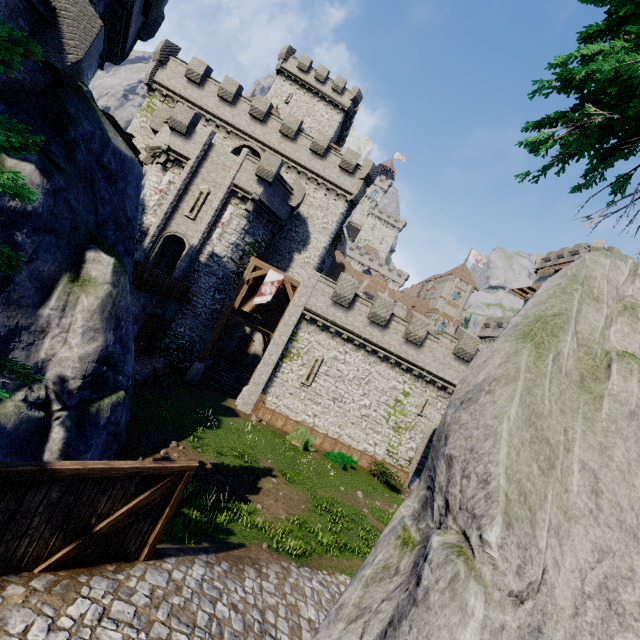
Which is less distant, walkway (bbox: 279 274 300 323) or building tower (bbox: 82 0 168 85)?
building tower (bbox: 82 0 168 85)

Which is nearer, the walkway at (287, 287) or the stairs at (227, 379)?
the walkway at (287, 287)

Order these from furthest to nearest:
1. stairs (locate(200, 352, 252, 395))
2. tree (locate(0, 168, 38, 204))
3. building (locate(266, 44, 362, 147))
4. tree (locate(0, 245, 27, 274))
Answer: building (locate(266, 44, 362, 147))
stairs (locate(200, 352, 252, 395))
tree (locate(0, 245, 27, 274))
tree (locate(0, 168, 38, 204))

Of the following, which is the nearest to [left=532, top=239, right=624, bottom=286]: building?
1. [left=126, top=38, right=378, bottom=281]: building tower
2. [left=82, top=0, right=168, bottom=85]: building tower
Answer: [left=126, top=38, right=378, bottom=281]: building tower

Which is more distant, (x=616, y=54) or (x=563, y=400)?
(x=616, y=54)

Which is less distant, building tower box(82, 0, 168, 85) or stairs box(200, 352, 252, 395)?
building tower box(82, 0, 168, 85)

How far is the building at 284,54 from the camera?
41.09m

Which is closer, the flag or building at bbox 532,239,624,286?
the flag
